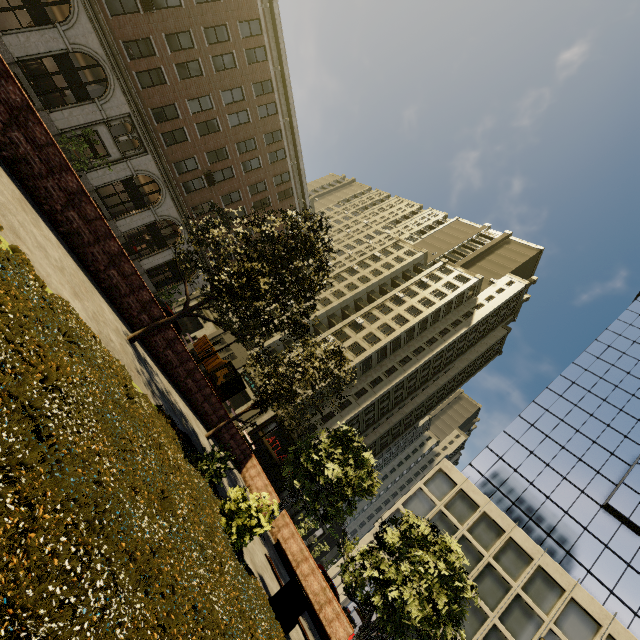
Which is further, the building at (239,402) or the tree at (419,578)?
the building at (239,402)

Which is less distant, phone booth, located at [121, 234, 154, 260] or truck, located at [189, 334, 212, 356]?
phone booth, located at [121, 234, 154, 260]

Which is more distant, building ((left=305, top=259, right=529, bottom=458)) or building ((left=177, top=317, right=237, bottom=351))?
building ((left=177, top=317, right=237, bottom=351))

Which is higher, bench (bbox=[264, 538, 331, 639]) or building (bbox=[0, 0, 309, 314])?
building (bbox=[0, 0, 309, 314])

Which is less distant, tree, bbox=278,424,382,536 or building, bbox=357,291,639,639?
tree, bbox=278,424,382,536

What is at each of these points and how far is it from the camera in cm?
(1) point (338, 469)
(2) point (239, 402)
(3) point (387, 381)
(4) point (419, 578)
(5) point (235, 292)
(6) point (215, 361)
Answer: (1) tree, 1317
(2) building, 4081
(3) building, 4719
(4) tree, 1045
(5) tree, 1170
(6) truck, 3488

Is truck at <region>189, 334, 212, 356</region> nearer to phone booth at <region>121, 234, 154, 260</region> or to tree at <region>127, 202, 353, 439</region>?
phone booth at <region>121, 234, 154, 260</region>

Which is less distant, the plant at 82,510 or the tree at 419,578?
the plant at 82,510
